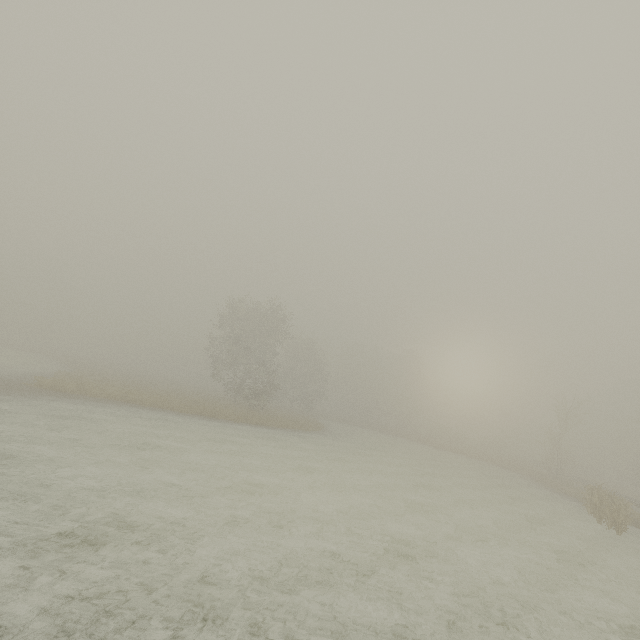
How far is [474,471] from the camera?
29.6 meters
